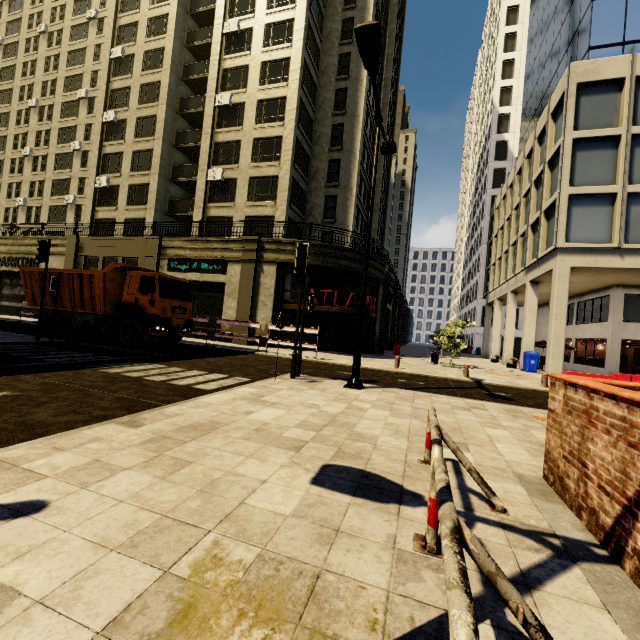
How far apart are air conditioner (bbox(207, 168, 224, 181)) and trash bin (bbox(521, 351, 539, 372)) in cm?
2492

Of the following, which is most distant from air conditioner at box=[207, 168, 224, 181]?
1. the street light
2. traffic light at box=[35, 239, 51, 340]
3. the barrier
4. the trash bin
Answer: the barrier

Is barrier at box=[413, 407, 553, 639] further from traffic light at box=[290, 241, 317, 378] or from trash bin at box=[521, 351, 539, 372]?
trash bin at box=[521, 351, 539, 372]

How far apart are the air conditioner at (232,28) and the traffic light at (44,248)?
23.52m

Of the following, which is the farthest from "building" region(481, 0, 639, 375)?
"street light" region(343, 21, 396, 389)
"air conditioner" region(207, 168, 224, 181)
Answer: "street light" region(343, 21, 396, 389)

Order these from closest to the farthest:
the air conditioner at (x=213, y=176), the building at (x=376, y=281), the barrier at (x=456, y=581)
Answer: the barrier at (x=456, y=581)
the building at (x=376, y=281)
the air conditioner at (x=213, y=176)

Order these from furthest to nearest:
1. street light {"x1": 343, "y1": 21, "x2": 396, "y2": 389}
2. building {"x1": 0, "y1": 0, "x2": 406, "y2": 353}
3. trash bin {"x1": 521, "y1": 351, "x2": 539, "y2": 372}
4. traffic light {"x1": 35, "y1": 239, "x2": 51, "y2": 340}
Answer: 1. building {"x1": 0, "y1": 0, "x2": 406, "y2": 353}
2. trash bin {"x1": 521, "y1": 351, "x2": 539, "y2": 372}
3. traffic light {"x1": 35, "y1": 239, "x2": 51, "y2": 340}
4. street light {"x1": 343, "y1": 21, "x2": 396, "y2": 389}

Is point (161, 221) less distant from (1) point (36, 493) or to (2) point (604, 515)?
(1) point (36, 493)
